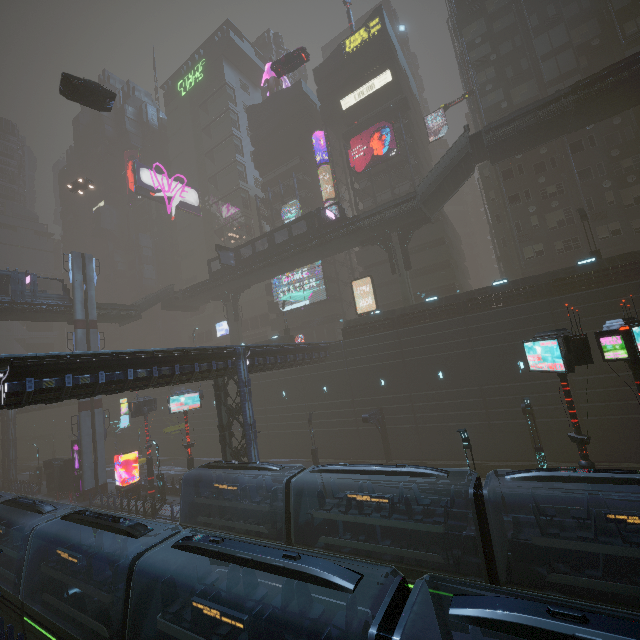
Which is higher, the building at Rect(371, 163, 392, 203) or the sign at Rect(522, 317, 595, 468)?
the building at Rect(371, 163, 392, 203)

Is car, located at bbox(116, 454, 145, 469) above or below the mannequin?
below

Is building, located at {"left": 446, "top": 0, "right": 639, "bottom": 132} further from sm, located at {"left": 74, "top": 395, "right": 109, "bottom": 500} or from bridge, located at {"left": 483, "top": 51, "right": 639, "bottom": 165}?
bridge, located at {"left": 483, "top": 51, "right": 639, "bottom": 165}

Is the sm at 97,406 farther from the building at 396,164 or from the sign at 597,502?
the sign at 597,502

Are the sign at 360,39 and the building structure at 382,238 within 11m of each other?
no

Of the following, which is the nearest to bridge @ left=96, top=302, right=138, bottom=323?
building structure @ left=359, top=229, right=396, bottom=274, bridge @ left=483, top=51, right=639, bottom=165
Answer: building structure @ left=359, top=229, right=396, bottom=274

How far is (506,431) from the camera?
25.3m

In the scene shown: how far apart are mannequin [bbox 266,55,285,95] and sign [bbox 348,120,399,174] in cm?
2262
